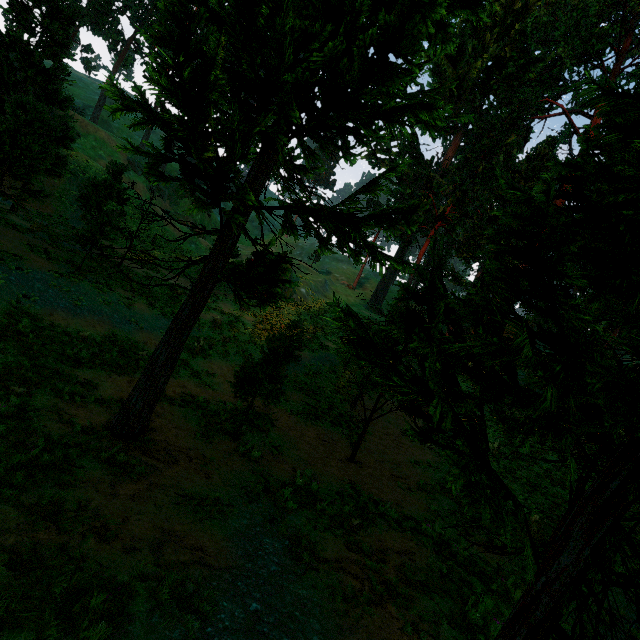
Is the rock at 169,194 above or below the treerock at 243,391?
above

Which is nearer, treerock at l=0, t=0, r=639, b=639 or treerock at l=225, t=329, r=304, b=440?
treerock at l=0, t=0, r=639, b=639

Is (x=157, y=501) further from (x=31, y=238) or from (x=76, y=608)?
(x=31, y=238)

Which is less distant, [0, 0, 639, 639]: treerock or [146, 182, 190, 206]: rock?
[0, 0, 639, 639]: treerock

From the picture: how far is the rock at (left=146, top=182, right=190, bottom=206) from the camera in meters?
46.4

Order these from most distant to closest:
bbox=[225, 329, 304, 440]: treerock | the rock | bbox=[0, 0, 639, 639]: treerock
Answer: the rock
bbox=[225, 329, 304, 440]: treerock
bbox=[0, 0, 639, 639]: treerock

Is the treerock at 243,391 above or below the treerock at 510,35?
below
